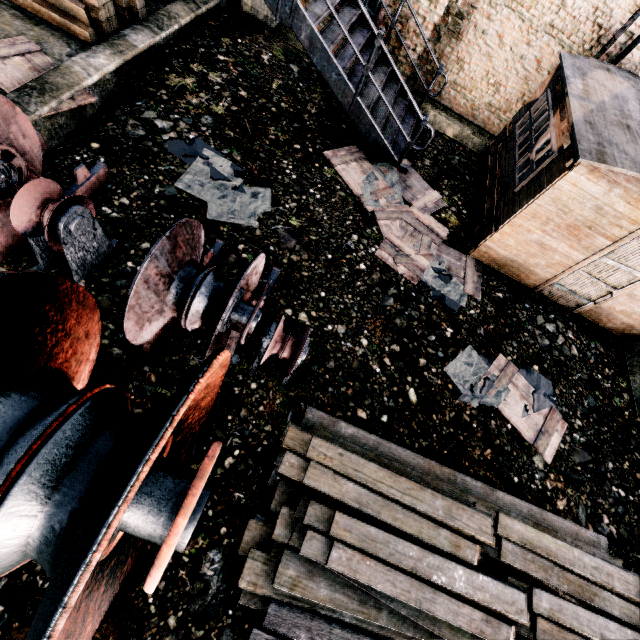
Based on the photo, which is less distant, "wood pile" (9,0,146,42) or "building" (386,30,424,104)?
"wood pile" (9,0,146,42)

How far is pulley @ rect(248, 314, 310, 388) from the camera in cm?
427

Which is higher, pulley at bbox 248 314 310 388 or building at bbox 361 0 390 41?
building at bbox 361 0 390 41

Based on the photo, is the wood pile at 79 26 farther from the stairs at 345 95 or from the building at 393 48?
Result: the building at 393 48

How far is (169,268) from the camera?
3.6 meters

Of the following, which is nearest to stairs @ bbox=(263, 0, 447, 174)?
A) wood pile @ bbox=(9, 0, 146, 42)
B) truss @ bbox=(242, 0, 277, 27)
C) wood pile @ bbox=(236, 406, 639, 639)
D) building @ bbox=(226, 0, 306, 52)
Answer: building @ bbox=(226, 0, 306, 52)

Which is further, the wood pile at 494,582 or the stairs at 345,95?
the stairs at 345,95

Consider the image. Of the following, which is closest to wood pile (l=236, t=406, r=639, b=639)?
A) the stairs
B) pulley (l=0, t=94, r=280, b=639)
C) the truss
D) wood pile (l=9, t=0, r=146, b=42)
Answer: pulley (l=0, t=94, r=280, b=639)
